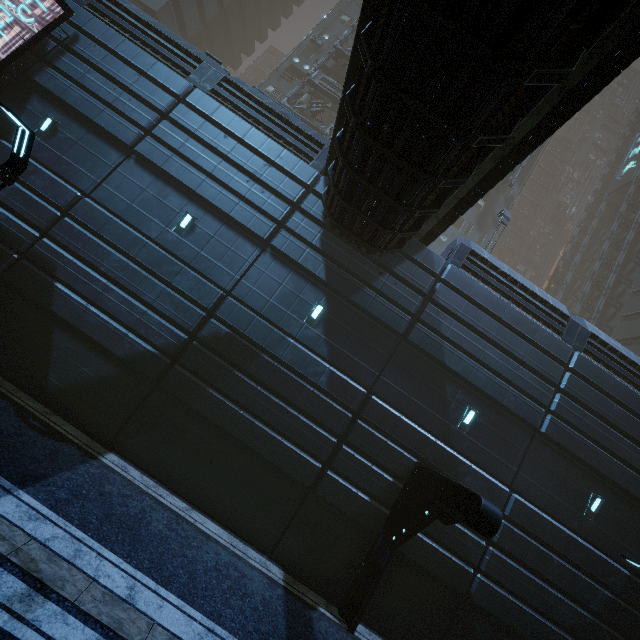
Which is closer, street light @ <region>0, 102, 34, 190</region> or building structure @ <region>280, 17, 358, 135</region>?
street light @ <region>0, 102, 34, 190</region>

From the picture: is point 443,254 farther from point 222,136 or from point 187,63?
point 187,63

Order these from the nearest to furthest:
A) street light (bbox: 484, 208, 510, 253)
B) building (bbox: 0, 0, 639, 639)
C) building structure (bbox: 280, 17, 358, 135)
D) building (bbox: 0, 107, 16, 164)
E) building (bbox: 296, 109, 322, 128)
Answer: building (bbox: 0, 0, 639, 639) < building (bbox: 0, 107, 16, 164) < street light (bbox: 484, 208, 510, 253) < building structure (bbox: 280, 17, 358, 135) < building (bbox: 296, 109, 322, 128)

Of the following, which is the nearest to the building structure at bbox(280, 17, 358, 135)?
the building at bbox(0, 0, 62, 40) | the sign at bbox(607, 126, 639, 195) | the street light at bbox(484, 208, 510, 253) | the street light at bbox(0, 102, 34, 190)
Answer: the building at bbox(0, 0, 62, 40)

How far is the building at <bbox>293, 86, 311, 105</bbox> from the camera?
28.0m

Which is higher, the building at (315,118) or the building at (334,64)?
the building at (334,64)

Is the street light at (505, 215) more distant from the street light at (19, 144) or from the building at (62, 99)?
the street light at (19, 144)
